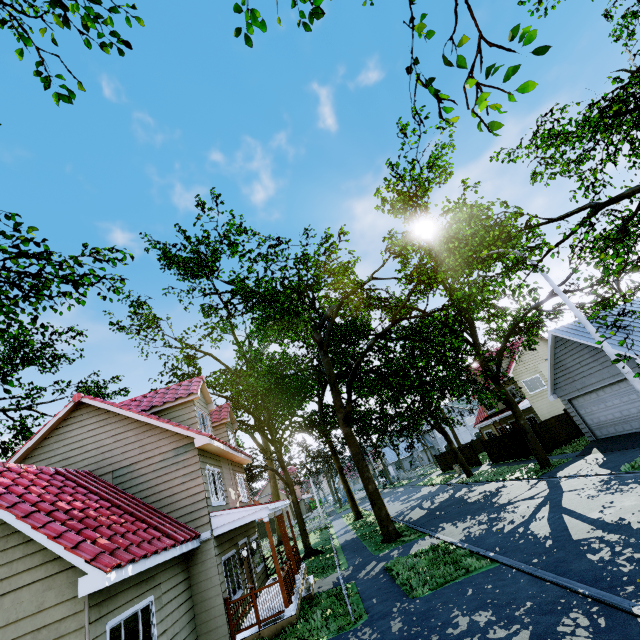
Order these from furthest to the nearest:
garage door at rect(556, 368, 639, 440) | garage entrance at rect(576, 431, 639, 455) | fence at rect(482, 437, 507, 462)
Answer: fence at rect(482, 437, 507, 462)
garage door at rect(556, 368, 639, 440)
garage entrance at rect(576, 431, 639, 455)

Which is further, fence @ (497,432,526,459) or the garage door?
fence @ (497,432,526,459)

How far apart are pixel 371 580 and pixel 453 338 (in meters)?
11.54

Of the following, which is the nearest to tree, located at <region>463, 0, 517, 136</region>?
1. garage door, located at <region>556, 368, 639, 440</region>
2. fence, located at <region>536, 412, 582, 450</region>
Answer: fence, located at <region>536, 412, 582, 450</region>

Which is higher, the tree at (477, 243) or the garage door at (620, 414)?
the tree at (477, 243)

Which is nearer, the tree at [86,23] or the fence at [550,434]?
the tree at [86,23]
